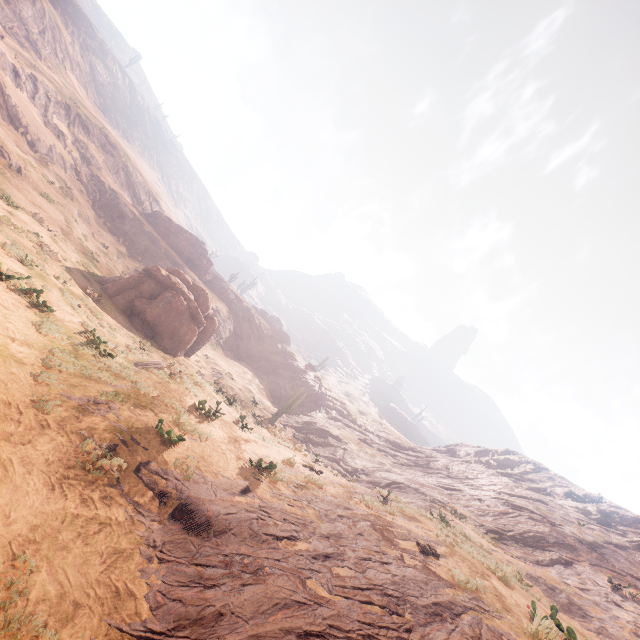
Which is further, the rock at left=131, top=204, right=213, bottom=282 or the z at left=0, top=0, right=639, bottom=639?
the rock at left=131, top=204, right=213, bottom=282

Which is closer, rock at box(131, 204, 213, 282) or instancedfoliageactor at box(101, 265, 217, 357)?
instancedfoliageactor at box(101, 265, 217, 357)

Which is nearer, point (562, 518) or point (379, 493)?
point (379, 493)

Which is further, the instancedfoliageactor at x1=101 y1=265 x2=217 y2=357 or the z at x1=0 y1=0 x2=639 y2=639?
the instancedfoliageactor at x1=101 y1=265 x2=217 y2=357

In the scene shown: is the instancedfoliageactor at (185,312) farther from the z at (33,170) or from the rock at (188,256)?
the rock at (188,256)

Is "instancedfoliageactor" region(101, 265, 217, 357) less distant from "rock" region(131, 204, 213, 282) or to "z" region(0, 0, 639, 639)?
Answer: "z" region(0, 0, 639, 639)

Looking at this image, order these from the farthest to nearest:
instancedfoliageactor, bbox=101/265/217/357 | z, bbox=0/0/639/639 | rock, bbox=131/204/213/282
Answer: rock, bbox=131/204/213/282 → instancedfoliageactor, bbox=101/265/217/357 → z, bbox=0/0/639/639
